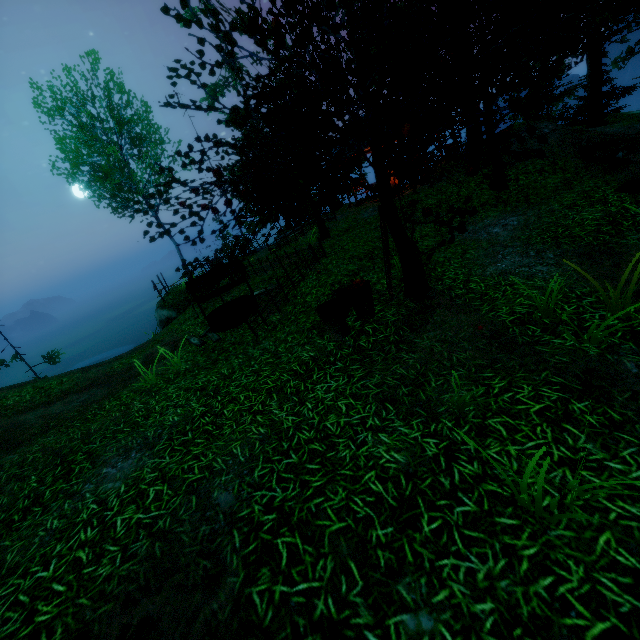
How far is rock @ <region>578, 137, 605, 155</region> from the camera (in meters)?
10.59

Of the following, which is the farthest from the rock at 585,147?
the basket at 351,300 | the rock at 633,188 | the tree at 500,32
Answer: the basket at 351,300

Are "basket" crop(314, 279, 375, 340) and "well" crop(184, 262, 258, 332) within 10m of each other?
yes

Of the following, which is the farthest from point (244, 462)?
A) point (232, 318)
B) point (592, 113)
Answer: point (592, 113)

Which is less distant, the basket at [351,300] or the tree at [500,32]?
the tree at [500,32]

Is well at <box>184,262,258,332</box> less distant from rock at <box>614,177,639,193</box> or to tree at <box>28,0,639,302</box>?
tree at <box>28,0,639,302</box>

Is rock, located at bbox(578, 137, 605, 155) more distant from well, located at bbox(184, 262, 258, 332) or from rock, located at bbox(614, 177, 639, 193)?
well, located at bbox(184, 262, 258, 332)

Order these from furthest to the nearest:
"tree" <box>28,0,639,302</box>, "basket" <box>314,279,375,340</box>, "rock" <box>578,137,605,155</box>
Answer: "rock" <box>578,137,605,155</box>, "basket" <box>314,279,375,340</box>, "tree" <box>28,0,639,302</box>
